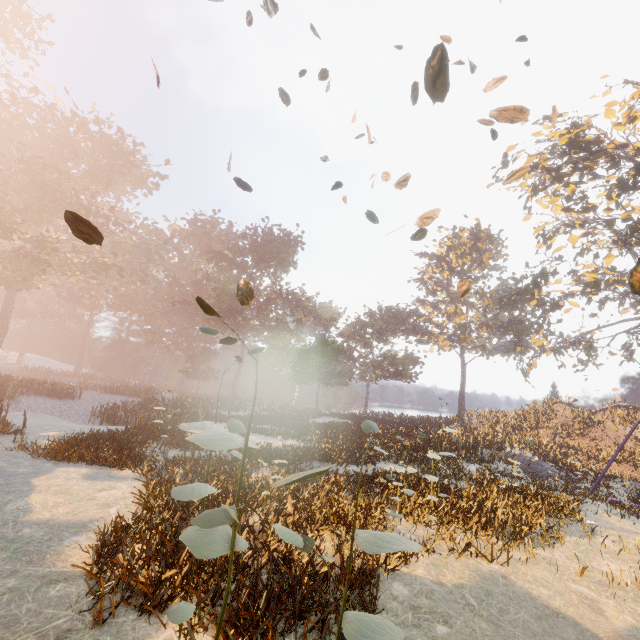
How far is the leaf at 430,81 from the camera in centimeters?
215cm

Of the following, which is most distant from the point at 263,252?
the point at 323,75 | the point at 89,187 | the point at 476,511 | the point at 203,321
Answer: the point at 476,511

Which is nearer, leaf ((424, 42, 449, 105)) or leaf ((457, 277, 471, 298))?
leaf ((424, 42, 449, 105))

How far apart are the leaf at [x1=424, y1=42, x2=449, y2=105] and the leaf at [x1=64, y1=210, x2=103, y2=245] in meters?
3.1

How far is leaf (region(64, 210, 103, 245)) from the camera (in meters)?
3.07

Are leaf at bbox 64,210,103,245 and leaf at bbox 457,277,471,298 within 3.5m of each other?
no

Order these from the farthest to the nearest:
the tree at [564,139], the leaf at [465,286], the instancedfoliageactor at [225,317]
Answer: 1. the tree at [564,139]
2. the leaf at [465,286]
3. the instancedfoliageactor at [225,317]

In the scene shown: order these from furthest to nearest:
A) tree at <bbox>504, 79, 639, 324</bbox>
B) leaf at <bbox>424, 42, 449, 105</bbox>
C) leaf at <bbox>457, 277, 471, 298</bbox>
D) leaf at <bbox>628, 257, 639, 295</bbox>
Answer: tree at <bbox>504, 79, 639, 324</bbox>
leaf at <bbox>457, 277, 471, 298</bbox>
leaf at <bbox>628, 257, 639, 295</bbox>
leaf at <bbox>424, 42, 449, 105</bbox>
